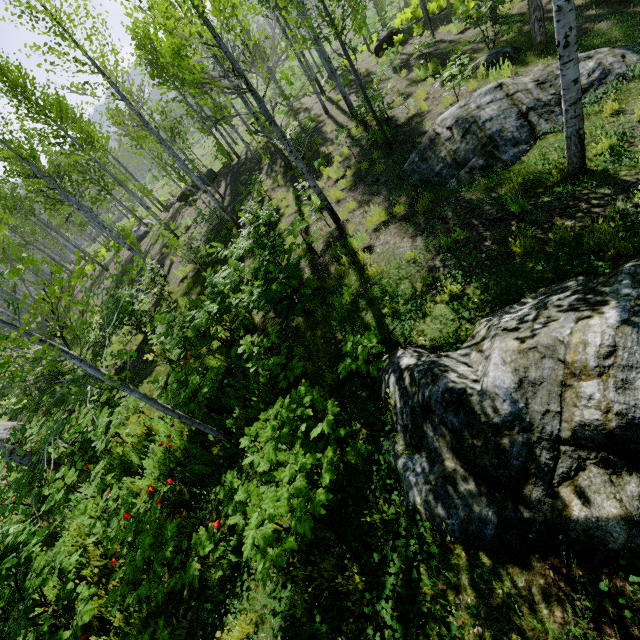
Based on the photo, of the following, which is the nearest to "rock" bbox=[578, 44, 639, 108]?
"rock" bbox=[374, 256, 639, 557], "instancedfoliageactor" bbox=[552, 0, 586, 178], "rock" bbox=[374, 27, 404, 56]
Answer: "instancedfoliageactor" bbox=[552, 0, 586, 178]

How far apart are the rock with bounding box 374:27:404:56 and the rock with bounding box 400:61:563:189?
13.0m

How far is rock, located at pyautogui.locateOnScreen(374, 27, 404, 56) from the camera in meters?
16.4

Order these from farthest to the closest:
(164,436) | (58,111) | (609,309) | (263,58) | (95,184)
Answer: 1. (95,184)
2. (263,58)
3. (58,111)
4. (164,436)
5. (609,309)

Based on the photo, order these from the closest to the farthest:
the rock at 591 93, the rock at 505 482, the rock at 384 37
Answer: the rock at 505 482, the rock at 591 93, the rock at 384 37

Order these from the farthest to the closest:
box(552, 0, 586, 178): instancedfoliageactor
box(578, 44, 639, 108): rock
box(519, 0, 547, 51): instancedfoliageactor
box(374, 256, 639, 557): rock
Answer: box(519, 0, 547, 51): instancedfoliageactor, box(578, 44, 639, 108): rock, box(552, 0, 586, 178): instancedfoliageactor, box(374, 256, 639, 557): rock

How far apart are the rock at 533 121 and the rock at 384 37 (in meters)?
13.01

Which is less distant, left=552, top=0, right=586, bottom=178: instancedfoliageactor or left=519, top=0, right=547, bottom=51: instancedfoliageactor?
left=552, top=0, right=586, bottom=178: instancedfoliageactor
